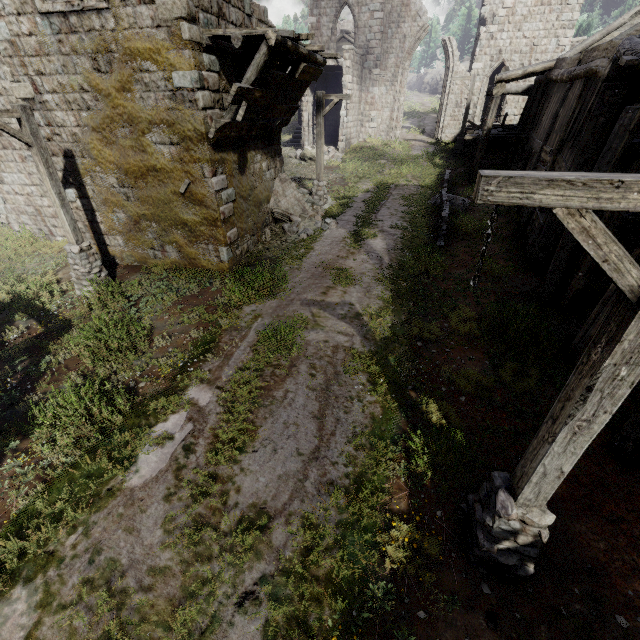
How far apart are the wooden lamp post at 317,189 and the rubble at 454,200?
4.9m

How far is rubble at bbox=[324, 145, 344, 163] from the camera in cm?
2356

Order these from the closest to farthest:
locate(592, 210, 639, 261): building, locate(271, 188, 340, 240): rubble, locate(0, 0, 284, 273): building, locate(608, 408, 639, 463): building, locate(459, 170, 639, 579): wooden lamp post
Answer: locate(459, 170, 639, 579): wooden lamp post → locate(608, 408, 639, 463): building → locate(592, 210, 639, 261): building → locate(0, 0, 284, 273): building → locate(271, 188, 340, 240): rubble

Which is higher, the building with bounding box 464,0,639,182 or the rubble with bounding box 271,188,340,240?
the building with bounding box 464,0,639,182

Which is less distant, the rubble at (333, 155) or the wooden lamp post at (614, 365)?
the wooden lamp post at (614, 365)

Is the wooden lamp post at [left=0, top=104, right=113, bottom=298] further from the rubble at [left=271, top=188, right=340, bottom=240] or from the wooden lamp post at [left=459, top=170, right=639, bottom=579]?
the wooden lamp post at [left=459, top=170, right=639, bottom=579]

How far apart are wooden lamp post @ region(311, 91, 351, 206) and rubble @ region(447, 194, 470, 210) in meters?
4.9

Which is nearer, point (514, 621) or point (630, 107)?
Answer: point (514, 621)
